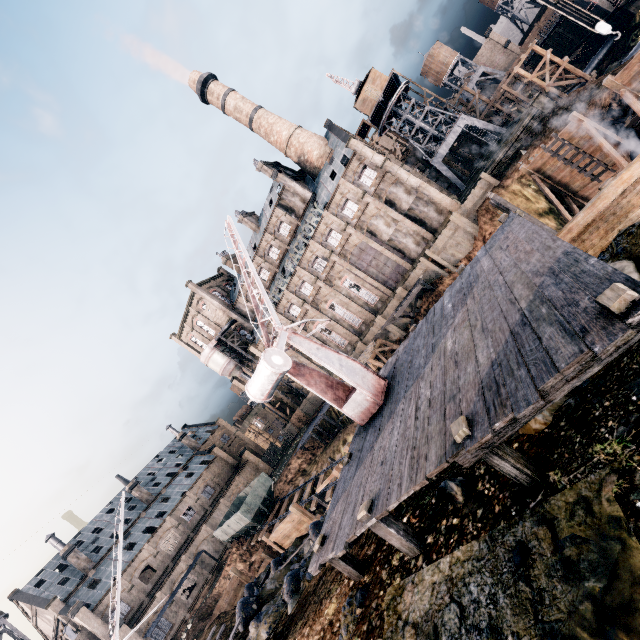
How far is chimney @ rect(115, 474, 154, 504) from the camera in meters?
55.5 m

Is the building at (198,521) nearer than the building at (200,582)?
No

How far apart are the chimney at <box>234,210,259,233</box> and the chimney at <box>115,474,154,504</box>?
48.4m

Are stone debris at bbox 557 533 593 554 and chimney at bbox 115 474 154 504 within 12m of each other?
no

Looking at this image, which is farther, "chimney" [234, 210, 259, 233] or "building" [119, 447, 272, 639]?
"chimney" [234, 210, 259, 233]

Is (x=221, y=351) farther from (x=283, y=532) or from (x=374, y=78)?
(x=374, y=78)

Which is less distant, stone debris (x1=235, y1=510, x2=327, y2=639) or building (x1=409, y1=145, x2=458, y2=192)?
stone debris (x1=235, y1=510, x2=327, y2=639)

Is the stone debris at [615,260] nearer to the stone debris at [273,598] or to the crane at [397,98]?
the stone debris at [273,598]
